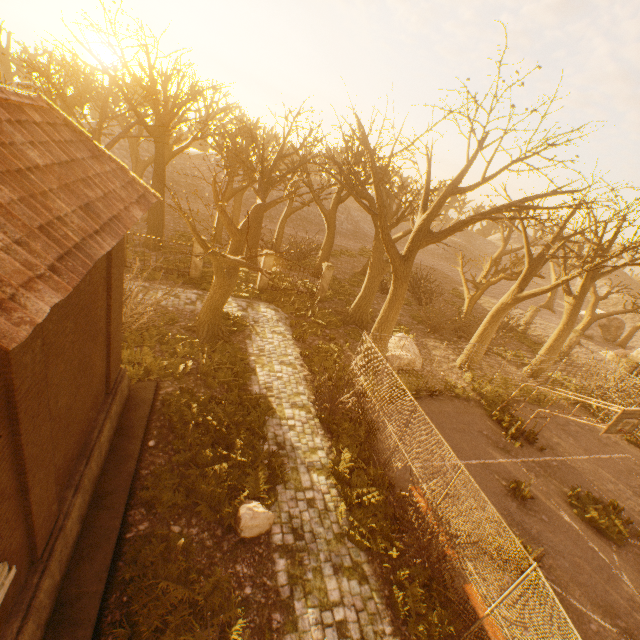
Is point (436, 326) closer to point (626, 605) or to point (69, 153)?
point (626, 605)

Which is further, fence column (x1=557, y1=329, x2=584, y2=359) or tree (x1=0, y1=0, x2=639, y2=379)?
fence column (x1=557, y1=329, x2=584, y2=359)

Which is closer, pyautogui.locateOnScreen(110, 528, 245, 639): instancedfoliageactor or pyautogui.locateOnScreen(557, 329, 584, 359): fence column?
pyautogui.locateOnScreen(110, 528, 245, 639): instancedfoliageactor

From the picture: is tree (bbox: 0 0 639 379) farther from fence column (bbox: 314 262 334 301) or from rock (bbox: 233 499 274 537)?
rock (bbox: 233 499 274 537)

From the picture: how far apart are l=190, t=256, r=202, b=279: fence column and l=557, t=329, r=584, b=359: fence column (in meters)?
27.41

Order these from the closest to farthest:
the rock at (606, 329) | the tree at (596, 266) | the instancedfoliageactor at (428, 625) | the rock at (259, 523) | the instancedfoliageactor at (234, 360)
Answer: the instancedfoliageactor at (428, 625) → the rock at (259, 523) → the instancedfoliageactor at (234, 360) → the tree at (596, 266) → the rock at (606, 329)

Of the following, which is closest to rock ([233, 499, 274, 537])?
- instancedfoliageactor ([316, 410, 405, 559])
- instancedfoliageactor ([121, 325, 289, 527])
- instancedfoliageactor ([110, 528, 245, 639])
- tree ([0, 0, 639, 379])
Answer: instancedfoliageactor ([121, 325, 289, 527])

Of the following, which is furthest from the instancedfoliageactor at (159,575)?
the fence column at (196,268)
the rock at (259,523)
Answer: the fence column at (196,268)
